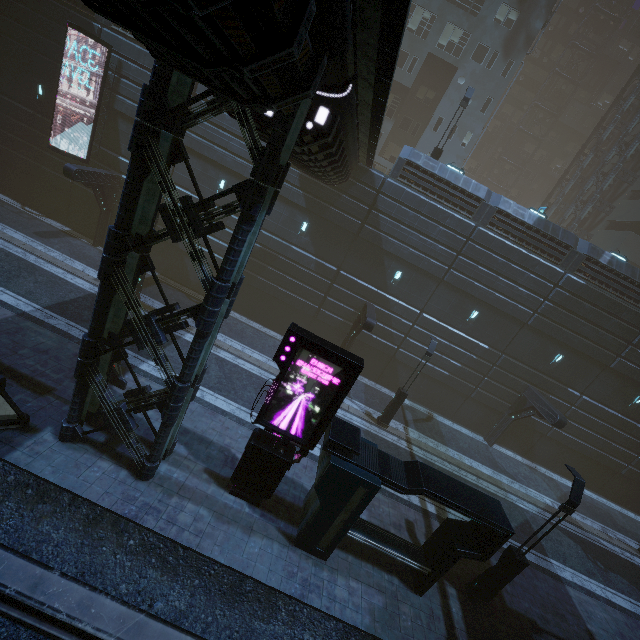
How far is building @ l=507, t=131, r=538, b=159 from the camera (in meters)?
49.78

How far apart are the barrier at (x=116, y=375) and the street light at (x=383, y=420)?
12.4m

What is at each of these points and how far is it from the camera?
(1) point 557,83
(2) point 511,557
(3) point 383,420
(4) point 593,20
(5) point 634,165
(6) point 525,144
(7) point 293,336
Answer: (1) building, 46.9 meters
(2) street light, 10.3 meters
(3) street light, 17.8 meters
(4) building, 44.7 meters
(5) building, 31.6 meters
(6) building, 50.1 meters
(7) sign, 8.5 meters

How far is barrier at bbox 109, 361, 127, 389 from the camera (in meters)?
11.89

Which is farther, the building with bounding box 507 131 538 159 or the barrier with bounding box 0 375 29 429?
the building with bounding box 507 131 538 159

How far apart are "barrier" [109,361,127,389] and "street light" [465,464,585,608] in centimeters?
1420cm

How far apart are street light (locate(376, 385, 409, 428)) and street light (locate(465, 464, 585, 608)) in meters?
7.3

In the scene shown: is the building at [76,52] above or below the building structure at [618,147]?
below
